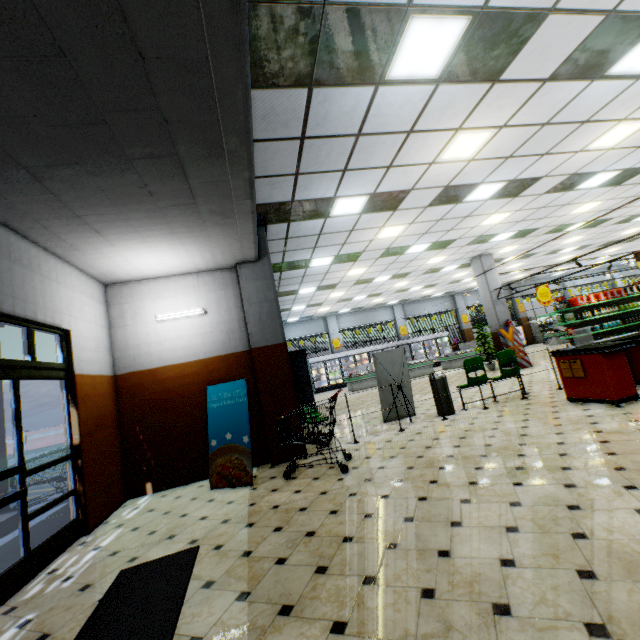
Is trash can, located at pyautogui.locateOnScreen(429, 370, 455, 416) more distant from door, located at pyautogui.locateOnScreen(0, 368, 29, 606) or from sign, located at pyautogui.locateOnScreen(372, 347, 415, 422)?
door, located at pyautogui.locateOnScreen(0, 368, 29, 606)

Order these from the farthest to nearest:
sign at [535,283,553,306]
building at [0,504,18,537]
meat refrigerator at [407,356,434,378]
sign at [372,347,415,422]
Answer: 1. meat refrigerator at [407,356,434,378]
2. sign at [535,283,553,306]
3. sign at [372,347,415,422]
4. building at [0,504,18,537]

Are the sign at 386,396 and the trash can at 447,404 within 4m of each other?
yes

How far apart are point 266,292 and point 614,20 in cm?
622

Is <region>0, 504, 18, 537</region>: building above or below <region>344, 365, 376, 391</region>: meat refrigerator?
below

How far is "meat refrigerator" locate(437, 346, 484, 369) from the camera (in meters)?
18.16

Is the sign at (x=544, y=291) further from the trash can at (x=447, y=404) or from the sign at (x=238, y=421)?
the sign at (x=238, y=421)

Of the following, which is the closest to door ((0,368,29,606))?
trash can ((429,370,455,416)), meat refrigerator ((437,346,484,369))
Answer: trash can ((429,370,455,416))
